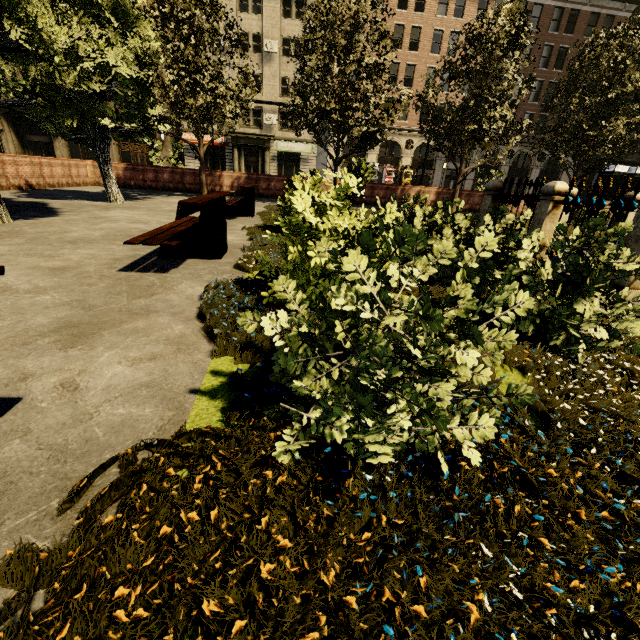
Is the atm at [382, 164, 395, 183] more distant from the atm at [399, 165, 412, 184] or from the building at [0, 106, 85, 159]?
the atm at [399, 165, 412, 184]

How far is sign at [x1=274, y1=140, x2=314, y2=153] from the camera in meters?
34.2

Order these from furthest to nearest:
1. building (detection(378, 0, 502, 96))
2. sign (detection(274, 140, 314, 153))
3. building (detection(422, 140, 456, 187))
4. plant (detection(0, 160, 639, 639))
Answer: building (detection(422, 140, 456, 187)) → sign (detection(274, 140, 314, 153)) → building (detection(378, 0, 502, 96)) → plant (detection(0, 160, 639, 639))

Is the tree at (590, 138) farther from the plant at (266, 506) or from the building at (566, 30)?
the building at (566, 30)

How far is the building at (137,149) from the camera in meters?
33.4

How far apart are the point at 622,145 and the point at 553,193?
15.4m

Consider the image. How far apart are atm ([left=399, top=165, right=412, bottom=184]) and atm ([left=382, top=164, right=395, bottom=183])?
0.90m

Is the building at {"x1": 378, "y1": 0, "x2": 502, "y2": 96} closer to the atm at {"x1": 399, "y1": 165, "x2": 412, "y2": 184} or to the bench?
the atm at {"x1": 399, "y1": 165, "x2": 412, "y2": 184}
